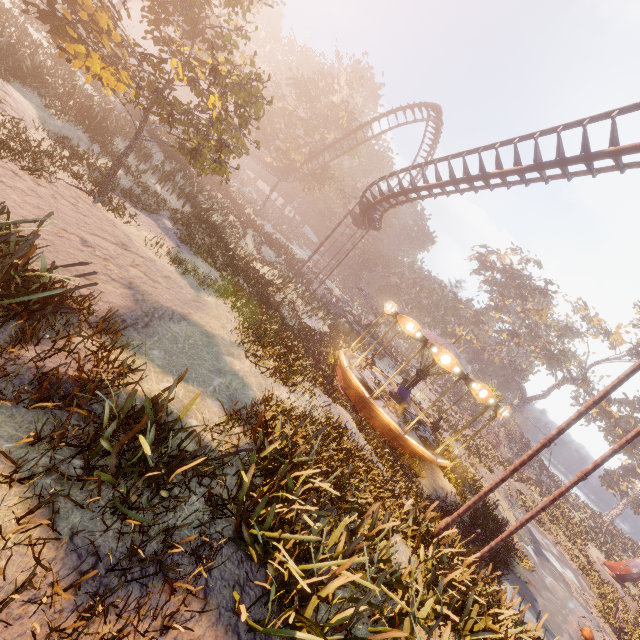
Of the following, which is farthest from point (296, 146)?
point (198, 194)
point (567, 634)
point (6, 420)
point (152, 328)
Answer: point (567, 634)

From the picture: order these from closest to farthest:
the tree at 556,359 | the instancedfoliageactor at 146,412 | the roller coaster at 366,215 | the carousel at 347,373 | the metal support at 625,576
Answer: the instancedfoliageactor at 146,412 < the roller coaster at 366,215 < the carousel at 347,373 < the metal support at 625,576 < the tree at 556,359

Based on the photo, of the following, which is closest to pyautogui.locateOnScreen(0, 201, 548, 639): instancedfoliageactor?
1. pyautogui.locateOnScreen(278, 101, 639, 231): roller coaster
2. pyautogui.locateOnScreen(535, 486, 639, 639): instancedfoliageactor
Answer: pyautogui.locateOnScreen(278, 101, 639, 231): roller coaster

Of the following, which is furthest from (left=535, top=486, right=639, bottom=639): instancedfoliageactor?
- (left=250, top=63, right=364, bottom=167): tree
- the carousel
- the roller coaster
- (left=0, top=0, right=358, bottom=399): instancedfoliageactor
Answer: (left=250, top=63, right=364, bottom=167): tree

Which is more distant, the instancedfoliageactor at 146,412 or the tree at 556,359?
the tree at 556,359

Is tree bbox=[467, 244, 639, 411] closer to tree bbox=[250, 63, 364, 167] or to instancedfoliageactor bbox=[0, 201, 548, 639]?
tree bbox=[250, 63, 364, 167]

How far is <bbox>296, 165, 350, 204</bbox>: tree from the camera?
39.62m

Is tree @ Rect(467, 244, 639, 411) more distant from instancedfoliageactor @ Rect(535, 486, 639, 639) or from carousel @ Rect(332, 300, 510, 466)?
carousel @ Rect(332, 300, 510, 466)
